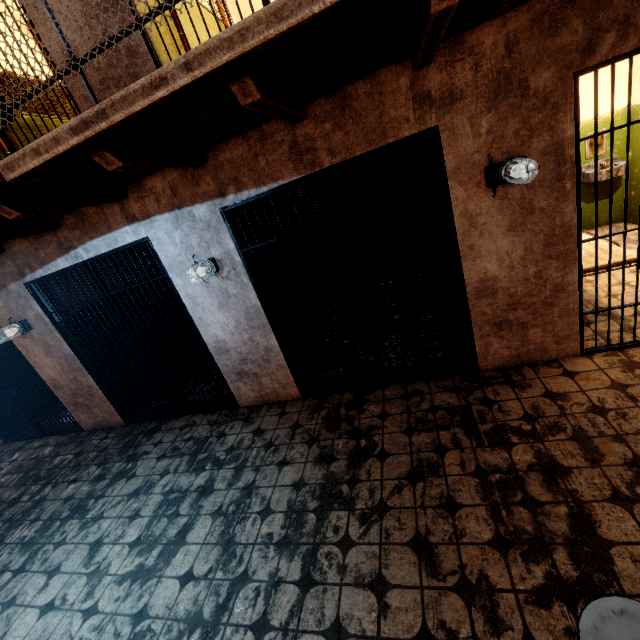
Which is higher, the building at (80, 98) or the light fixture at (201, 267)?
the building at (80, 98)

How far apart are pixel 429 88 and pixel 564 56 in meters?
0.9 m

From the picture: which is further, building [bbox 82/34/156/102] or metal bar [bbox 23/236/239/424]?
metal bar [bbox 23/236/239/424]

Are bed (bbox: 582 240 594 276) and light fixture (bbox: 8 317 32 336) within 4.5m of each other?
no

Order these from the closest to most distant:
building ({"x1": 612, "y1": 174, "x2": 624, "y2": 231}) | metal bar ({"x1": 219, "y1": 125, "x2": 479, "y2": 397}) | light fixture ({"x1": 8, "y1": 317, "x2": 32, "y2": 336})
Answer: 1. metal bar ({"x1": 219, "y1": 125, "x2": 479, "y2": 397})
2. light fixture ({"x1": 8, "y1": 317, "x2": 32, "y2": 336})
3. building ({"x1": 612, "y1": 174, "x2": 624, "y2": 231})

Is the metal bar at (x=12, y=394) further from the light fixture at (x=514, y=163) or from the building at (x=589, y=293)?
the building at (x=589, y=293)

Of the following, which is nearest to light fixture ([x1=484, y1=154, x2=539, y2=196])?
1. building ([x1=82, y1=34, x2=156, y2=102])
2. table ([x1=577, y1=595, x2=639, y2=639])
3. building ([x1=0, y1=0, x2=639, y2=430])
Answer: building ([x1=0, y1=0, x2=639, y2=430])

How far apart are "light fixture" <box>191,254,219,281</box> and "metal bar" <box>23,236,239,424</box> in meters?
0.4 m
